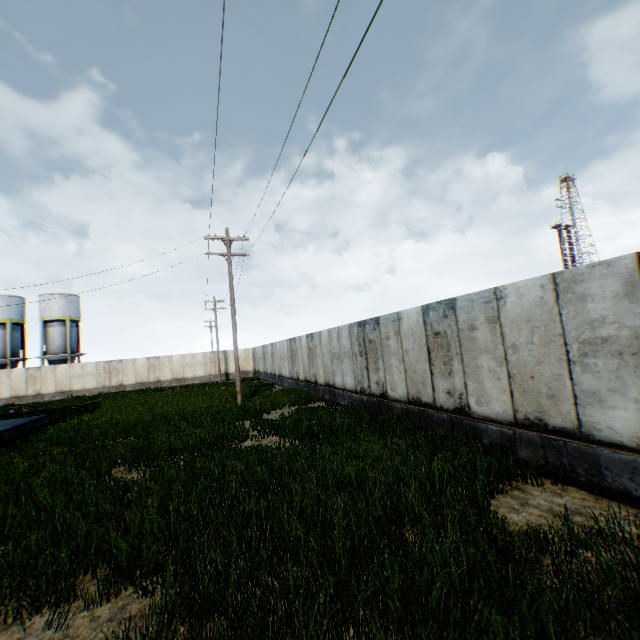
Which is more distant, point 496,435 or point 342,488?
point 496,435

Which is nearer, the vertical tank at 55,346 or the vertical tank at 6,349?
the vertical tank at 6,349

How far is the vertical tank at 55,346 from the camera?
38.8m

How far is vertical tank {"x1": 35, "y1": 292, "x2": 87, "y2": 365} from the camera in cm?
3878

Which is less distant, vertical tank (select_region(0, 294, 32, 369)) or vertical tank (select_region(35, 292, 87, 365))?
vertical tank (select_region(0, 294, 32, 369))
